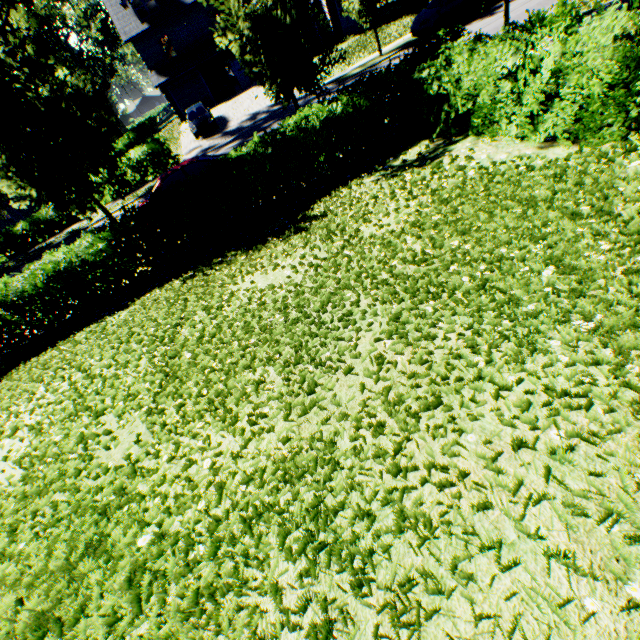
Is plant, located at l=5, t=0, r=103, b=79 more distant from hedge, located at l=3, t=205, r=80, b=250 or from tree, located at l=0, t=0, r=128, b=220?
hedge, located at l=3, t=205, r=80, b=250

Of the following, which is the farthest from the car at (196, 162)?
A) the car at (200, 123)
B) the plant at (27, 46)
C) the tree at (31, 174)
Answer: the plant at (27, 46)

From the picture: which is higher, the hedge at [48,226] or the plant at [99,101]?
the plant at [99,101]

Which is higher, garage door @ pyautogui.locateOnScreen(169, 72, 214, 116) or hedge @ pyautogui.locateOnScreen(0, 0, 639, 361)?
garage door @ pyautogui.locateOnScreen(169, 72, 214, 116)

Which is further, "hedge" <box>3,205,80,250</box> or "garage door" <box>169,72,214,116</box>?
"garage door" <box>169,72,214,116</box>

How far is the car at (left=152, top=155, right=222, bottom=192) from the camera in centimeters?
1107cm

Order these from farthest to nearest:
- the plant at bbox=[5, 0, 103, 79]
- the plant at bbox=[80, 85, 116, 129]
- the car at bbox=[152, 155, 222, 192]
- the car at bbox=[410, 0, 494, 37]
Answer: the plant at bbox=[80, 85, 116, 129]
the plant at bbox=[5, 0, 103, 79]
the car at bbox=[410, 0, 494, 37]
the car at bbox=[152, 155, 222, 192]

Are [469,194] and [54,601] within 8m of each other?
yes
